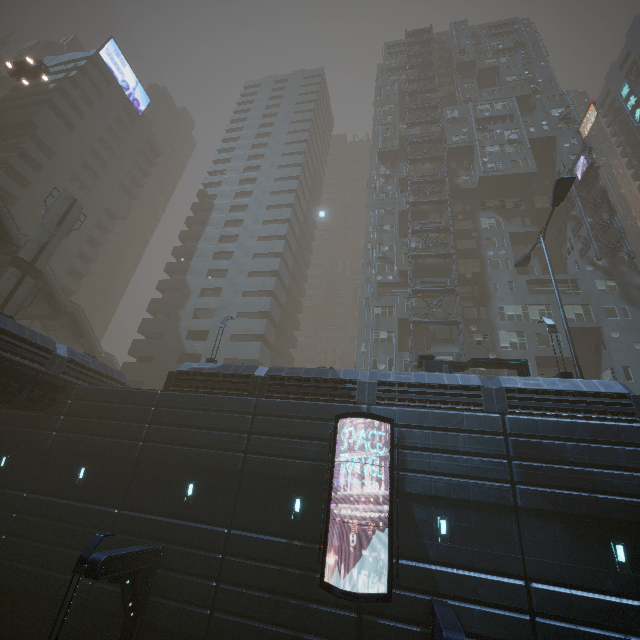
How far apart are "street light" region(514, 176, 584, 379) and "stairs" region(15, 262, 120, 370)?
41.82m

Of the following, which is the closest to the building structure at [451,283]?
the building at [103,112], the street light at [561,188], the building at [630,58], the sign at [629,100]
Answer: the building at [630,58]

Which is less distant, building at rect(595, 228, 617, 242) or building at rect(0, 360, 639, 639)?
building at rect(0, 360, 639, 639)

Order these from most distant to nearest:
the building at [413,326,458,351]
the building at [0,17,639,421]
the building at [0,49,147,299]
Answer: the building at [0,49,147,299]
the building at [413,326,458,351]
the building at [0,17,639,421]

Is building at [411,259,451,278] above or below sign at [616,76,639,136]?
below

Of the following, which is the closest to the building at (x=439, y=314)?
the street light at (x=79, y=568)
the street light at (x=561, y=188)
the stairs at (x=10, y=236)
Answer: the street light at (x=79, y=568)

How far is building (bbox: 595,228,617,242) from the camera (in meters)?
33.14

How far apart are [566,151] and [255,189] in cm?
3997
